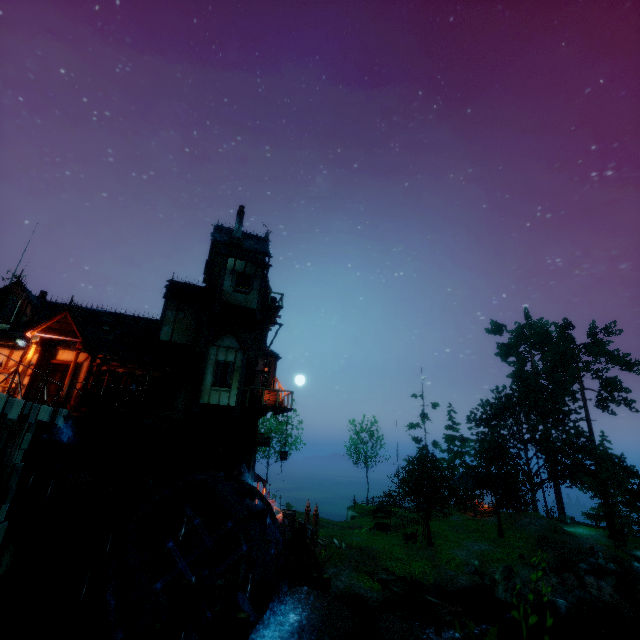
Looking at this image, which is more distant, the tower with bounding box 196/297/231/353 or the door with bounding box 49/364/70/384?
the tower with bounding box 196/297/231/353

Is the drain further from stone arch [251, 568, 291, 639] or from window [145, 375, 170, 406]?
stone arch [251, 568, 291, 639]

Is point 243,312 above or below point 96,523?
above

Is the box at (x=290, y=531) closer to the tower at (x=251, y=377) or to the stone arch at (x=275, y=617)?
the stone arch at (x=275, y=617)

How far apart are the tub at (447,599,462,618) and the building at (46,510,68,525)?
17.82m

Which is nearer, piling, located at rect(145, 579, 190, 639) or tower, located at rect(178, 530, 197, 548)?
piling, located at rect(145, 579, 190, 639)

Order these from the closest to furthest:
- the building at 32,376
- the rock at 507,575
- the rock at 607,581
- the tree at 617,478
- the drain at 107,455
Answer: the drain at 107,455
the building at 32,376
the rock at 507,575
the rock at 607,581
the tree at 617,478

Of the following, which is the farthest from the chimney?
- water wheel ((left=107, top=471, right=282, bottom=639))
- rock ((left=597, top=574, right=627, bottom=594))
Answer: rock ((left=597, top=574, right=627, bottom=594))
